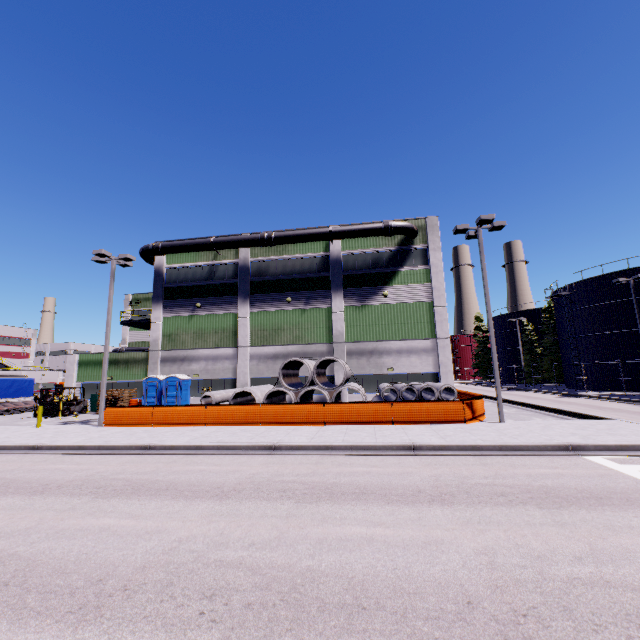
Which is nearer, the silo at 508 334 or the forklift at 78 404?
the forklift at 78 404

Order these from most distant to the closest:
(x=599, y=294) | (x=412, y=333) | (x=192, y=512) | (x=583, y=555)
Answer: (x=599, y=294) → (x=412, y=333) → (x=192, y=512) → (x=583, y=555)

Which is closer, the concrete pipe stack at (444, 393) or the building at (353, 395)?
the concrete pipe stack at (444, 393)

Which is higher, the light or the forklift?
the light

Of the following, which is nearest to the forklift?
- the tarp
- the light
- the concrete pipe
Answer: the tarp

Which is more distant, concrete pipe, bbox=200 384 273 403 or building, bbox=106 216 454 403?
building, bbox=106 216 454 403

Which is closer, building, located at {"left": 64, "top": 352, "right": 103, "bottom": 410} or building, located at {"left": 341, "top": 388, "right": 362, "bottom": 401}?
building, located at {"left": 341, "top": 388, "right": 362, "bottom": 401}

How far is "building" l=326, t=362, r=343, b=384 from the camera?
25.1 meters
